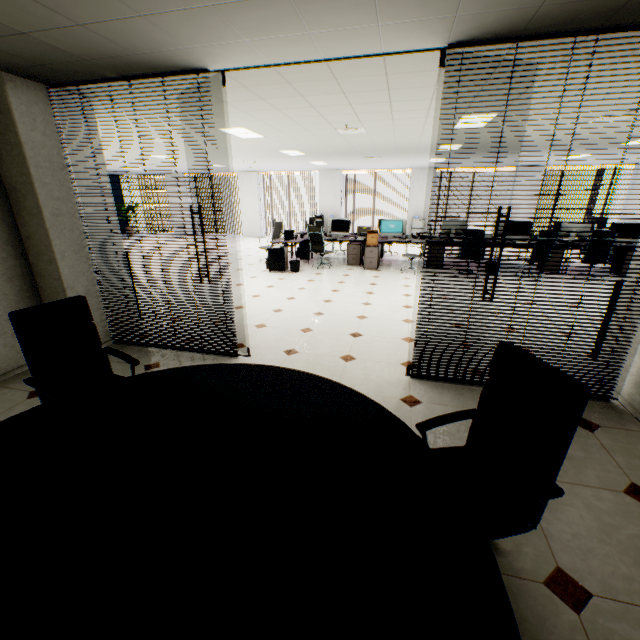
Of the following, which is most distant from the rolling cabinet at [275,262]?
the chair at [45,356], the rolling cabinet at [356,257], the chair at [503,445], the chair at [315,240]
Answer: the chair at [503,445]

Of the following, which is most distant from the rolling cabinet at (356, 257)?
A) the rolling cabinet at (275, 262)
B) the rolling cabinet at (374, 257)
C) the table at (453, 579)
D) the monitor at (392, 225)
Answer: the table at (453, 579)

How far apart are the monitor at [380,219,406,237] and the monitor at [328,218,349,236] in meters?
0.9 m

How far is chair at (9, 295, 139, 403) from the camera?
2.2 meters

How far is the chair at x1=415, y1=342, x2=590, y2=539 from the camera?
1.4 meters

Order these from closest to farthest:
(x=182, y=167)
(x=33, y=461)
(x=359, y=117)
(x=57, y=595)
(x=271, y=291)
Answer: (x=57, y=595) → (x=33, y=461) → (x=359, y=117) → (x=271, y=291) → (x=182, y=167)

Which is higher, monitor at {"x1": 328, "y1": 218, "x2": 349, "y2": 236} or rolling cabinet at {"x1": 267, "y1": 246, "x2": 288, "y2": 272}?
monitor at {"x1": 328, "y1": 218, "x2": 349, "y2": 236}

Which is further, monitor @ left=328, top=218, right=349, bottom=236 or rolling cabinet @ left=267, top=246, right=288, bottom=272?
monitor @ left=328, top=218, right=349, bottom=236
